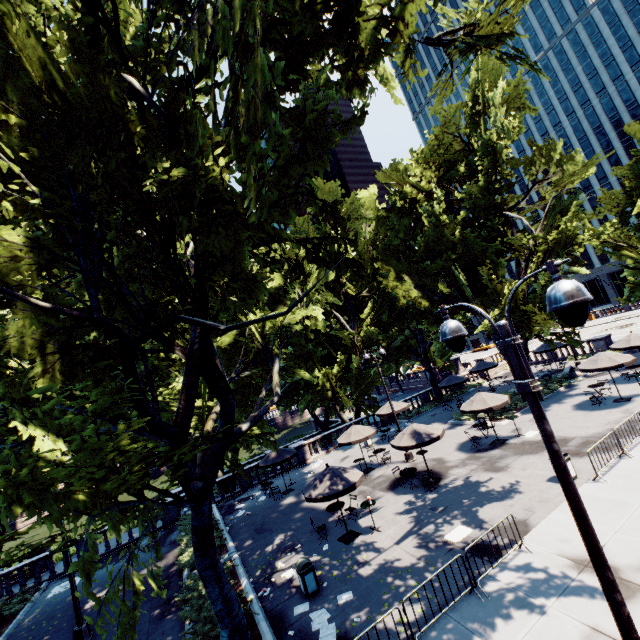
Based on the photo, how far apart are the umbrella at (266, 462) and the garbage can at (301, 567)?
9.6 meters

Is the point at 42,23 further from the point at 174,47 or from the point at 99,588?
the point at 99,588

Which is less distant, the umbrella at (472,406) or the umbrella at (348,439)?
the umbrella at (472,406)

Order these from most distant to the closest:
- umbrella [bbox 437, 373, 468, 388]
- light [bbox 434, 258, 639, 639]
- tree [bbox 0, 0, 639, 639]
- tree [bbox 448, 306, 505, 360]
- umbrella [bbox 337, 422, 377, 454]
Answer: umbrella [bbox 437, 373, 468, 388]
tree [bbox 448, 306, 505, 360]
umbrella [bbox 337, 422, 377, 454]
tree [bbox 0, 0, 639, 639]
light [bbox 434, 258, 639, 639]

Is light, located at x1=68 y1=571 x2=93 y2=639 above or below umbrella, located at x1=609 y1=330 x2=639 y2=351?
below

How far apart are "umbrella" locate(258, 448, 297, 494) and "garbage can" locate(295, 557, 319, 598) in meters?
9.6 m

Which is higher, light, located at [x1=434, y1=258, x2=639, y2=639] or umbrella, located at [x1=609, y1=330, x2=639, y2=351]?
light, located at [x1=434, y1=258, x2=639, y2=639]

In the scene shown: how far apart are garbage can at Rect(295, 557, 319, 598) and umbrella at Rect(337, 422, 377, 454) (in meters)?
8.75
